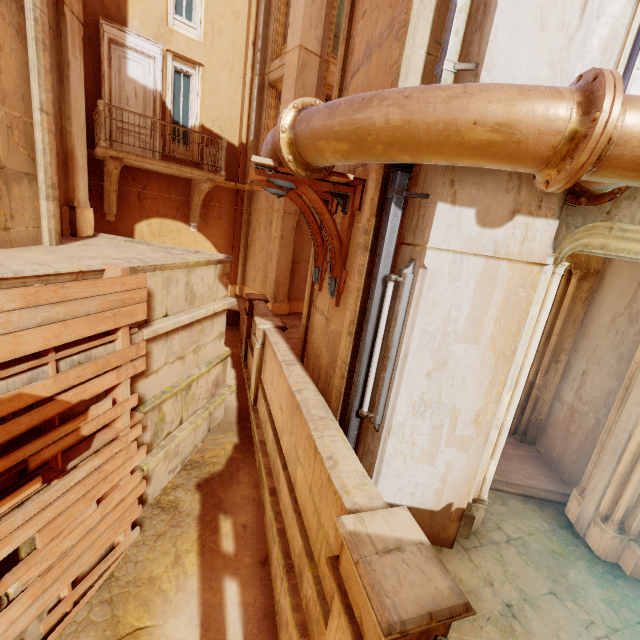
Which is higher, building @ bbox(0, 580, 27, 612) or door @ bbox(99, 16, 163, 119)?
door @ bbox(99, 16, 163, 119)

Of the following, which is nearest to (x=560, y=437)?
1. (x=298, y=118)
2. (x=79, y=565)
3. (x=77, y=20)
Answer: (x=298, y=118)

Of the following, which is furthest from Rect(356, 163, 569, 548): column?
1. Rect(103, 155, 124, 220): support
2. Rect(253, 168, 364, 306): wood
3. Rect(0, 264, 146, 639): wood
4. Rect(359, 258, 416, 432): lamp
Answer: Rect(103, 155, 124, 220): support

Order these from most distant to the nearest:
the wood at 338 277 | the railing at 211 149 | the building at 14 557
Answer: the railing at 211 149, the wood at 338 277, the building at 14 557

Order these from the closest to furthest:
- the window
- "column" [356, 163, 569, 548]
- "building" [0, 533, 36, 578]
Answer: "column" [356, 163, 569, 548] < "building" [0, 533, 36, 578] < the window

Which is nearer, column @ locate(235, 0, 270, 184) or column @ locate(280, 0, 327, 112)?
column @ locate(280, 0, 327, 112)

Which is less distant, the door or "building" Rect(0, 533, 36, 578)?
"building" Rect(0, 533, 36, 578)

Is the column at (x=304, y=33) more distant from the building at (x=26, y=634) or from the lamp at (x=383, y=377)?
the building at (x=26, y=634)
